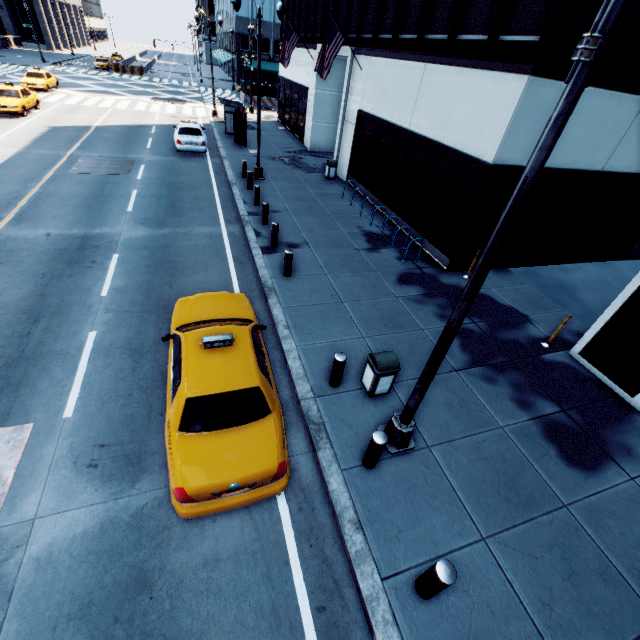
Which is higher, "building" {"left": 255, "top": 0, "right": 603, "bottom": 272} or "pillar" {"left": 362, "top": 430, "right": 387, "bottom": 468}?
"building" {"left": 255, "top": 0, "right": 603, "bottom": 272}

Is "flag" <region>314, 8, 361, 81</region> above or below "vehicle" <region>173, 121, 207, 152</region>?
above

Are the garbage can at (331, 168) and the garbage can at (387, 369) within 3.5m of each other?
no

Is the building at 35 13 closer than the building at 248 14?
No

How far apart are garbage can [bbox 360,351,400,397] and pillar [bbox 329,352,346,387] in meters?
0.5

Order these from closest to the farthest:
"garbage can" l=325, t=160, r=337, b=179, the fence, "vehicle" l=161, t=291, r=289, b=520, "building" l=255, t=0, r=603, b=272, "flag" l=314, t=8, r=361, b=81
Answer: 1. "vehicle" l=161, t=291, r=289, b=520
2. "building" l=255, t=0, r=603, b=272
3. "flag" l=314, t=8, r=361, b=81
4. "garbage can" l=325, t=160, r=337, b=179
5. the fence

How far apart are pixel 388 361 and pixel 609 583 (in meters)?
4.74

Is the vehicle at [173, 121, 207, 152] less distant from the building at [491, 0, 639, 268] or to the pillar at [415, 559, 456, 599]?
the building at [491, 0, 639, 268]
